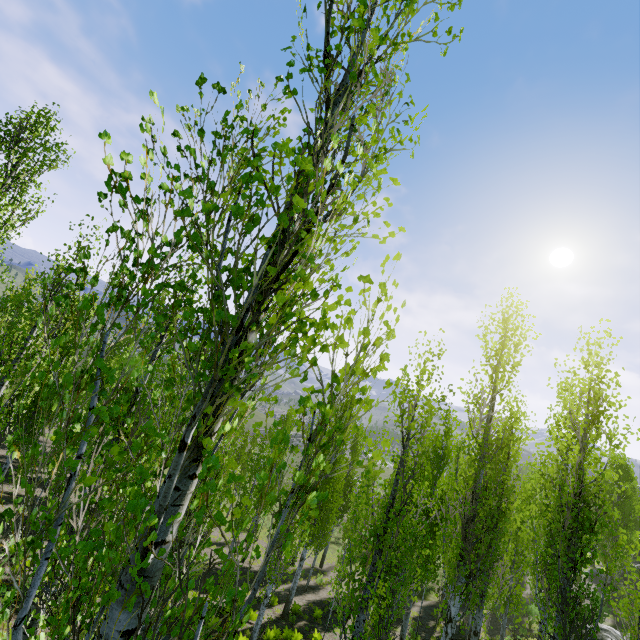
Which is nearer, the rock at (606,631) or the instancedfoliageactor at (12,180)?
the instancedfoliageactor at (12,180)

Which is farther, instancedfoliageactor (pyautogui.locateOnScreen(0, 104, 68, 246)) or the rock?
the rock

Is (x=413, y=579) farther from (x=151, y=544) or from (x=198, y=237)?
(x=198, y=237)

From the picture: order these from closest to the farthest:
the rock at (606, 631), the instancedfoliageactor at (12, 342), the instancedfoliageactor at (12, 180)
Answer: the instancedfoliageactor at (12, 342), the instancedfoliageactor at (12, 180), the rock at (606, 631)

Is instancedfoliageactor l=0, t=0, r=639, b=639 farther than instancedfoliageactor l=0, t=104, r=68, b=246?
No

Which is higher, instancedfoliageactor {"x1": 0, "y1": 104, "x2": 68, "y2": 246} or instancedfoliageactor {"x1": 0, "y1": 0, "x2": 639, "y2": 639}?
instancedfoliageactor {"x1": 0, "y1": 104, "x2": 68, "y2": 246}

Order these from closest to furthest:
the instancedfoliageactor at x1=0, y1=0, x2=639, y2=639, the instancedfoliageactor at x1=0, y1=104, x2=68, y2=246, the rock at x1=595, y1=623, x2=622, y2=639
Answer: the instancedfoliageactor at x1=0, y1=0, x2=639, y2=639 < the instancedfoliageactor at x1=0, y1=104, x2=68, y2=246 < the rock at x1=595, y1=623, x2=622, y2=639
